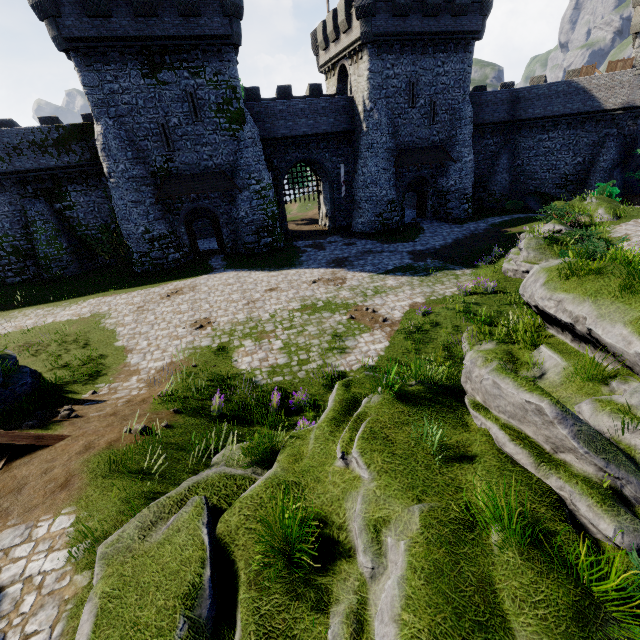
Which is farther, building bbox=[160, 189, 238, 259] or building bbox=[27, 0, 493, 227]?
building bbox=[160, 189, 238, 259]

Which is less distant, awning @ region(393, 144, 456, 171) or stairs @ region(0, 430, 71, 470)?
stairs @ region(0, 430, 71, 470)

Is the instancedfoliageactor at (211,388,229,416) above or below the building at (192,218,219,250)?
above

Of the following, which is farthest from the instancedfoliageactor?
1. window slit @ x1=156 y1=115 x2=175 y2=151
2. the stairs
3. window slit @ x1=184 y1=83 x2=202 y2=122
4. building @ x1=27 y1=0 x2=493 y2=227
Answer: window slit @ x1=184 y1=83 x2=202 y2=122

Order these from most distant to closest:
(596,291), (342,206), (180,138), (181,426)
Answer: (342,206) → (180,138) → (181,426) → (596,291)

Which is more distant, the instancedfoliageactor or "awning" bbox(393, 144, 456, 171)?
"awning" bbox(393, 144, 456, 171)

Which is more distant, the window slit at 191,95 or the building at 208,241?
the building at 208,241

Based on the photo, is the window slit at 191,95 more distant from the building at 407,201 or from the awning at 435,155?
the awning at 435,155
